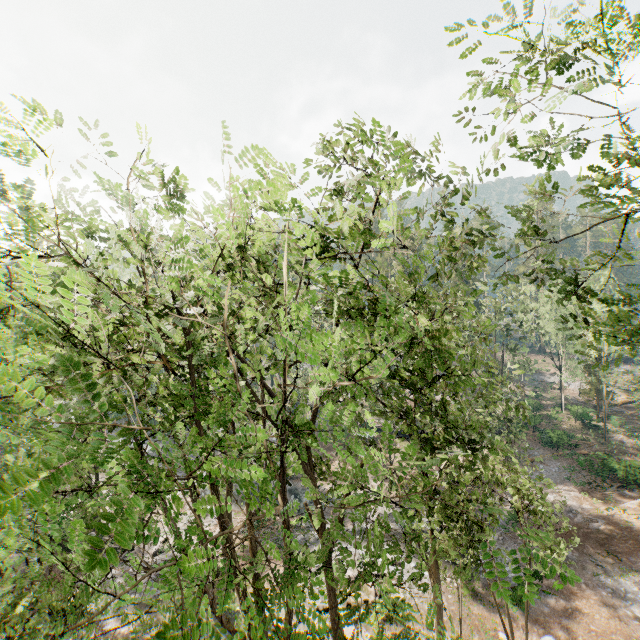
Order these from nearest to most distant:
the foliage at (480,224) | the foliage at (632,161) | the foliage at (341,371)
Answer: the foliage at (341,371) → the foliage at (632,161) → the foliage at (480,224)

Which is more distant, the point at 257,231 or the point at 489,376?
the point at 489,376

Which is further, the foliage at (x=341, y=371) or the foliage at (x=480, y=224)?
the foliage at (x=480, y=224)

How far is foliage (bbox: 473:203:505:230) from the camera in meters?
10.4

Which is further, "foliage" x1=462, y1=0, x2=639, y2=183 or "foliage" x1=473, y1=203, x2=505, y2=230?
"foliage" x1=473, y1=203, x2=505, y2=230

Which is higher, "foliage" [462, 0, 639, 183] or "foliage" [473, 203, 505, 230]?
"foliage" [462, 0, 639, 183]

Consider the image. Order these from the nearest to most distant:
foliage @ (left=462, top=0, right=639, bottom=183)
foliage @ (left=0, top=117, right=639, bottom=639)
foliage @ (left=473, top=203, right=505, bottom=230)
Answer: foliage @ (left=0, top=117, right=639, bottom=639)
foliage @ (left=462, top=0, right=639, bottom=183)
foliage @ (left=473, top=203, right=505, bottom=230)
